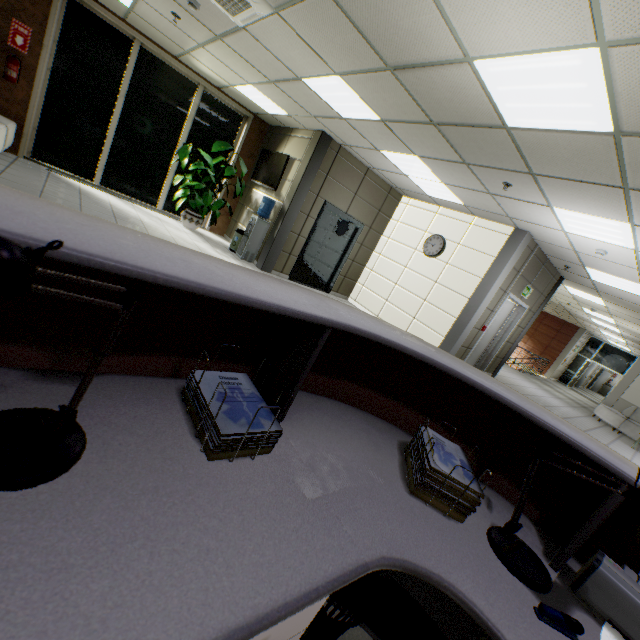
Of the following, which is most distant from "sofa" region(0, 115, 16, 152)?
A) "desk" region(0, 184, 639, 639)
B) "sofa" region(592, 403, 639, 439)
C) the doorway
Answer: the doorway

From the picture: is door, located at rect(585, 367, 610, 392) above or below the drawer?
above

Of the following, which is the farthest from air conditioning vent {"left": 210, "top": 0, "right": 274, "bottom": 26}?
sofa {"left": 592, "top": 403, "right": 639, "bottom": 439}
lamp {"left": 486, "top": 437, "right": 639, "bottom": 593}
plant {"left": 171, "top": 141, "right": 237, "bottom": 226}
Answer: sofa {"left": 592, "top": 403, "right": 639, "bottom": 439}

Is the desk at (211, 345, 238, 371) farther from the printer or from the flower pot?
the flower pot

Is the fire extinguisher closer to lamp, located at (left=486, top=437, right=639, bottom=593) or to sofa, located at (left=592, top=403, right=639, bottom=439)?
lamp, located at (left=486, top=437, right=639, bottom=593)

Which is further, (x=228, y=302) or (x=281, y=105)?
(x=281, y=105)

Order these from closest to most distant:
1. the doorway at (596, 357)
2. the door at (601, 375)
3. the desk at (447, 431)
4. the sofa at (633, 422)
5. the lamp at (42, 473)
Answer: the lamp at (42, 473), the desk at (447, 431), the sofa at (633, 422), the doorway at (596, 357), the door at (601, 375)

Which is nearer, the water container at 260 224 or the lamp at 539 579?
the lamp at 539 579
